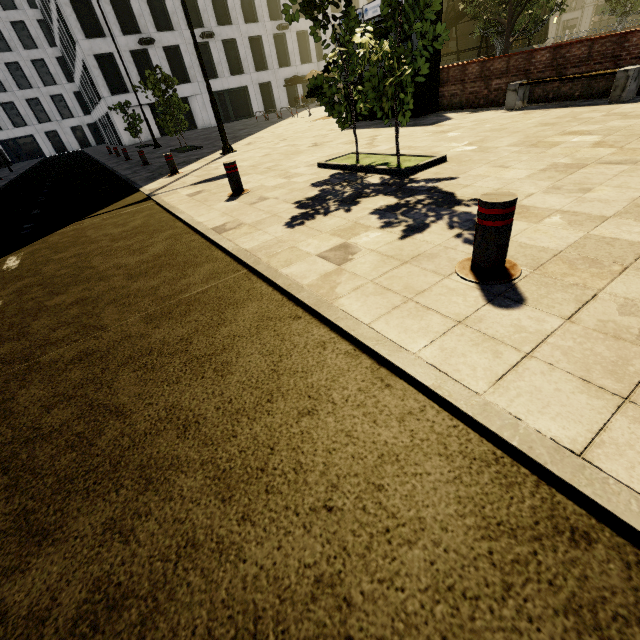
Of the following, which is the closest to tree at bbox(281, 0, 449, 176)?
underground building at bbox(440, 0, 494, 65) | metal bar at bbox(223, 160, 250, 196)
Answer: underground building at bbox(440, 0, 494, 65)

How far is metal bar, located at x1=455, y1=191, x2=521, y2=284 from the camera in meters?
2.1

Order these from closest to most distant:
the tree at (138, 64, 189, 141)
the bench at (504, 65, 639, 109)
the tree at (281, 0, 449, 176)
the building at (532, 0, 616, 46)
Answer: the tree at (281, 0, 449, 176) < the bench at (504, 65, 639, 109) < the tree at (138, 64, 189, 141) < the building at (532, 0, 616, 46)

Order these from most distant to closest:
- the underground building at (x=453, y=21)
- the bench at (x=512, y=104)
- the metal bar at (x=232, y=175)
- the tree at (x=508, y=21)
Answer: the underground building at (x=453, y=21), the tree at (x=508, y=21), the bench at (x=512, y=104), the metal bar at (x=232, y=175)

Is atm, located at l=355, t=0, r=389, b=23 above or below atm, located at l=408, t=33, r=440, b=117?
above

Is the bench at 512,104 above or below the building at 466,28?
below

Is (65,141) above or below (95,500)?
above

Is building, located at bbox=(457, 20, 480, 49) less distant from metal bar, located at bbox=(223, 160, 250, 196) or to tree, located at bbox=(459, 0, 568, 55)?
tree, located at bbox=(459, 0, 568, 55)
